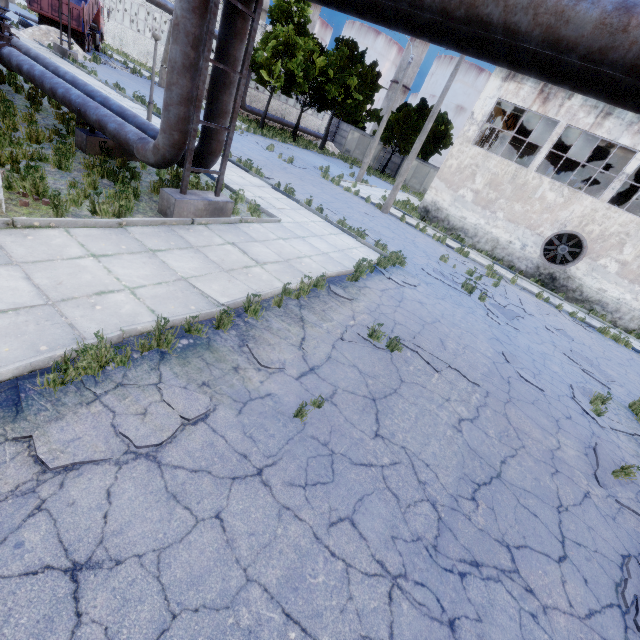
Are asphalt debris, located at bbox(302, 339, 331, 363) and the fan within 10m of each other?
no

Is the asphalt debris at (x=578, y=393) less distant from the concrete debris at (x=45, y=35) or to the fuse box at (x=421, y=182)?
the concrete debris at (x=45, y=35)

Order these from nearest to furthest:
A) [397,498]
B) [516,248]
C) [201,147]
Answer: [397,498], [201,147], [516,248]

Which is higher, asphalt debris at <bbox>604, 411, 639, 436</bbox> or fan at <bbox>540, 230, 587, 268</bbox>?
fan at <bbox>540, 230, 587, 268</bbox>

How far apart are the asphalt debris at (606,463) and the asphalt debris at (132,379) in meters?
6.8

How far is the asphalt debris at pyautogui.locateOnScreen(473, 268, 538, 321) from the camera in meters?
12.1

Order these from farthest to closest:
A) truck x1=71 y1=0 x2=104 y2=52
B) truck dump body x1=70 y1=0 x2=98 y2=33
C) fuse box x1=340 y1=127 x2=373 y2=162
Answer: fuse box x1=340 y1=127 x2=373 y2=162 < truck x1=71 y1=0 x2=104 y2=52 < truck dump body x1=70 y1=0 x2=98 y2=33

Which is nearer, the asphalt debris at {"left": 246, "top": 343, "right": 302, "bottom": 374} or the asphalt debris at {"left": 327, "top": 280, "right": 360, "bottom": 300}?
the asphalt debris at {"left": 246, "top": 343, "right": 302, "bottom": 374}
